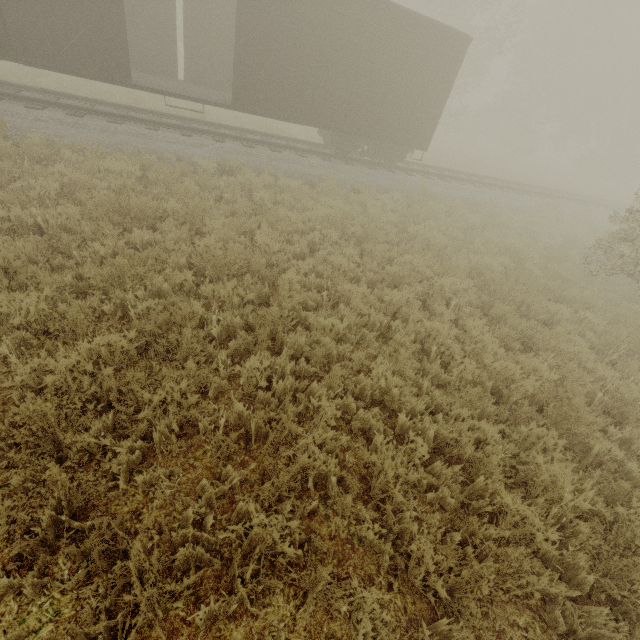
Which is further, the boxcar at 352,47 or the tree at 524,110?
the tree at 524,110

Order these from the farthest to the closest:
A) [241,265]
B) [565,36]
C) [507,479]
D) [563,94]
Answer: [563,94] → [565,36] → [241,265] → [507,479]

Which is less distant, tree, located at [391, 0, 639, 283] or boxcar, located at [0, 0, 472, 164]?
boxcar, located at [0, 0, 472, 164]
